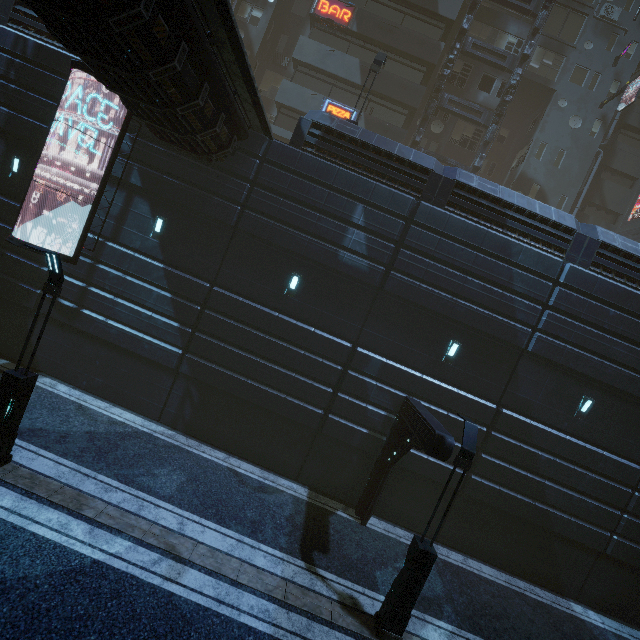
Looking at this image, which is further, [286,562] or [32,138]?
[32,138]

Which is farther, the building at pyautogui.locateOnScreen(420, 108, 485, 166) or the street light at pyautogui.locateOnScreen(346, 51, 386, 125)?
the building at pyautogui.locateOnScreen(420, 108, 485, 166)

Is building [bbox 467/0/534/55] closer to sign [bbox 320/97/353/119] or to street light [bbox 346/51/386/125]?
sign [bbox 320/97/353/119]

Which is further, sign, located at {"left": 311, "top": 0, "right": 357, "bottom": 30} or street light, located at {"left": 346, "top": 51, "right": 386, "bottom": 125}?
sign, located at {"left": 311, "top": 0, "right": 357, "bottom": 30}

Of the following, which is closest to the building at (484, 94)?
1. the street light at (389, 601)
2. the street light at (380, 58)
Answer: the street light at (389, 601)

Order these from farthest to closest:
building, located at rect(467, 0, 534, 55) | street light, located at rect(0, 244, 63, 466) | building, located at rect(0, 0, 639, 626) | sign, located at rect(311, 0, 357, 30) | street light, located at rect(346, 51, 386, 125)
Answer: building, located at rect(467, 0, 534, 55)
sign, located at rect(311, 0, 357, 30)
street light, located at rect(346, 51, 386, 125)
building, located at rect(0, 0, 639, 626)
street light, located at rect(0, 244, 63, 466)

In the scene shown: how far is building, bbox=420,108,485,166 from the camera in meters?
24.0 m

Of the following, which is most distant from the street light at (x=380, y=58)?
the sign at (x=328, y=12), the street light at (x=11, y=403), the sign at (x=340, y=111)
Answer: the street light at (x=11, y=403)
